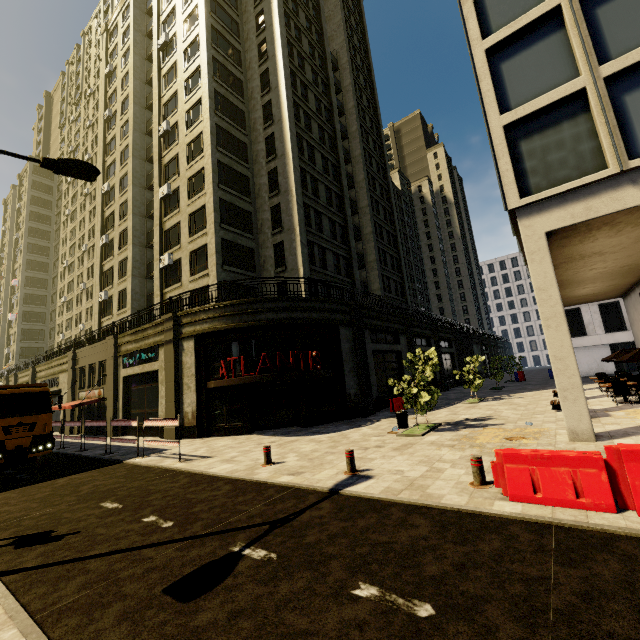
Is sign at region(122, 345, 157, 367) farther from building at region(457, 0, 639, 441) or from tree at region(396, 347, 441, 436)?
tree at region(396, 347, 441, 436)

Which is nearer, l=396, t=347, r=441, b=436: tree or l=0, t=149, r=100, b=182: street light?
l=0, t=149, r=100, b=182: street light

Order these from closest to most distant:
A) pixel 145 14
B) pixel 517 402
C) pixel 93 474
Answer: pixel 93 474 < pixel 517 402 < pixel 145 14

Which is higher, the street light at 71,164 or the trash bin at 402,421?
the street light at 71,164

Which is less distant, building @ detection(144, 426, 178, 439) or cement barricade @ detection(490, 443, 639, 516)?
cement barricade @ detection(490, 443, 639, 516)

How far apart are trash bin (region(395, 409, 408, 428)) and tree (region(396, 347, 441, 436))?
1.2m

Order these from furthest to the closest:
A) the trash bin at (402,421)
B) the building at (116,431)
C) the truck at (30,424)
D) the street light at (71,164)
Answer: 1. the building at (116,431)
2. the trash bin at (402,421)
3. the truck at (30,424)
4. the street light at (71,164)

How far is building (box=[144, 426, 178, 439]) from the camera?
17.25m
